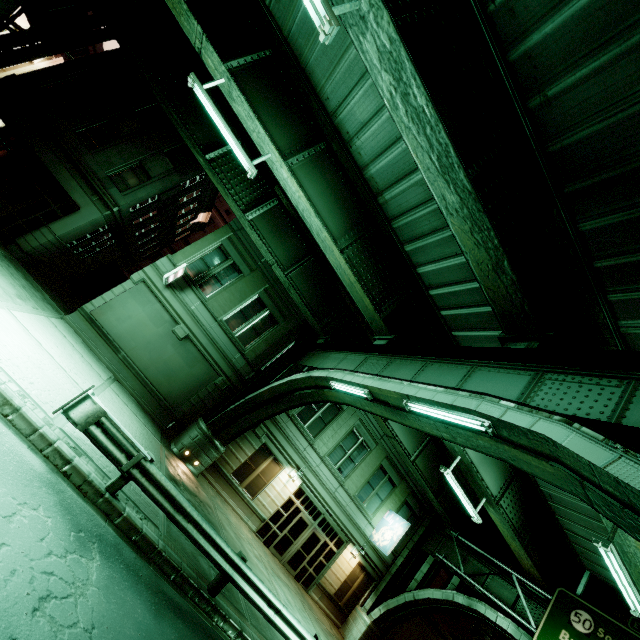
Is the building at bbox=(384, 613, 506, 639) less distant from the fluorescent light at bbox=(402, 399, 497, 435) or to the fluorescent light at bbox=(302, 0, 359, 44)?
the fluorescent light at bbox=(402, 399, 497, 435)

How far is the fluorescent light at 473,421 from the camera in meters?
6.3 m

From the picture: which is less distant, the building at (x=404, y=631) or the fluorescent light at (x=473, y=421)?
the fluorescent light at (x=473, y=421)

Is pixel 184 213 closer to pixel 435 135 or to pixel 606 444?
pixel 435 135

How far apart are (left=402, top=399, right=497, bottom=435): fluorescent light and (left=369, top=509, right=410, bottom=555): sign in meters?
15.7

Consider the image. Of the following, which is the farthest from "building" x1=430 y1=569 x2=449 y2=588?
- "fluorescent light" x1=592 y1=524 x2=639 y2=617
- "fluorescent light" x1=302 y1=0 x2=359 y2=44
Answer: "fluorescent light" x1=302 y1=0 x2=359 y2=44

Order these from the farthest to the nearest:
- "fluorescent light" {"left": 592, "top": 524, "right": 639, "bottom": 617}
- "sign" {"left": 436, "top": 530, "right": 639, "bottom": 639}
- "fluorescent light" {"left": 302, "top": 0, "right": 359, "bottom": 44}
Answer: "sign" {"left": 436, "top": 530, "right": 639, "bottom": 639} → "fluorescent light" {"left": 592, "top": 524, "right": 639, "bottom": 617} → "fluorescent light" {"left": 302, "top": 0, "right": 359, "bottom": 44}

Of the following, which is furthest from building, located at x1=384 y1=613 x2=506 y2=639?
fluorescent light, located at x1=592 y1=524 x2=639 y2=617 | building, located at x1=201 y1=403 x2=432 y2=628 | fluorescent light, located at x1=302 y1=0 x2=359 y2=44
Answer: fluorescent light, located at x1=302 y1=0 x2=359 y2=44
